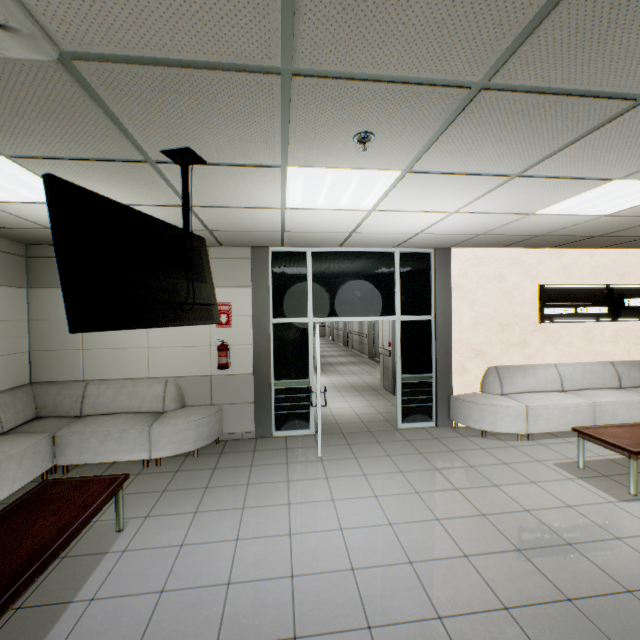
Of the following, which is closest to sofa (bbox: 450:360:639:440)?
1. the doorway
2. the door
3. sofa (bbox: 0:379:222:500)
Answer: the doorway

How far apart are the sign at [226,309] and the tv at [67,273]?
2.32m

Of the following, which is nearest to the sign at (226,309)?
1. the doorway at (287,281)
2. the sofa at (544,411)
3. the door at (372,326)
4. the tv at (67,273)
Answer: the doorway at (287,281)

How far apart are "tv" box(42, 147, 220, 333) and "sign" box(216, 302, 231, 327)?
2.3m

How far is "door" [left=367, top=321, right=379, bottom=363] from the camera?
14.5 meters

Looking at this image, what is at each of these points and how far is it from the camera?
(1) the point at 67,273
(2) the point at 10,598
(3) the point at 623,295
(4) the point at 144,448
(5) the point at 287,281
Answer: (1) tv, 1.7m
(2) table, 1.8m
(3) sign, 6.2m
(4) sofa, 4.5m
(5) doorway, 5.6m

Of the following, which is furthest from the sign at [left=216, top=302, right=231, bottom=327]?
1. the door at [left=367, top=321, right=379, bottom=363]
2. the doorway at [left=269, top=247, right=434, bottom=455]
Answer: the door at [left=367, top=321, right=379, bottom=363]

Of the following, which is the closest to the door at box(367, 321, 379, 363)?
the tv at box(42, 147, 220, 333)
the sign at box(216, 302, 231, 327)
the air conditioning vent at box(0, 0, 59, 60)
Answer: the sign at box(216, 302, 231, 327)
